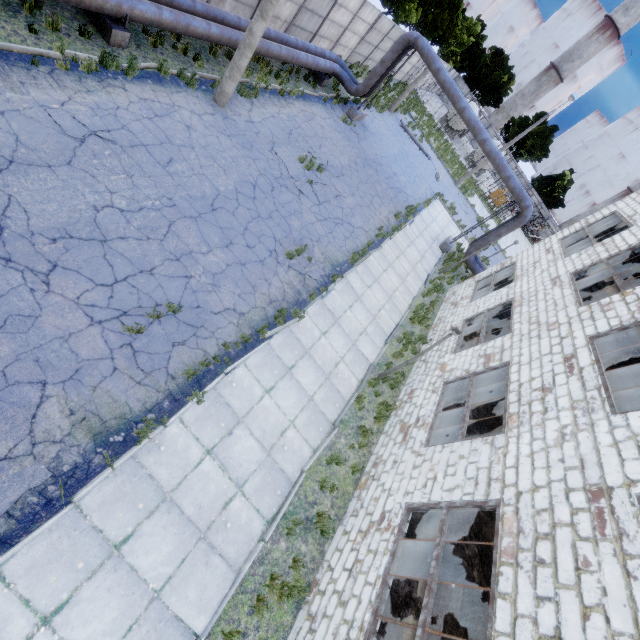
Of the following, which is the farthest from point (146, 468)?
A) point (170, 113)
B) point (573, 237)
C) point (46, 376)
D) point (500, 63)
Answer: point (500, 63)

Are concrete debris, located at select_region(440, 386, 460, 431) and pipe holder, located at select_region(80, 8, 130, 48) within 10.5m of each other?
no

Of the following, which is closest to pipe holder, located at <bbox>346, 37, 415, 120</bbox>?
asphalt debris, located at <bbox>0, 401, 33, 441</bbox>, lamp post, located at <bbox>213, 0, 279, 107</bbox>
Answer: lamp post, located at <bbox>213, 0, 279, 107</bbox>

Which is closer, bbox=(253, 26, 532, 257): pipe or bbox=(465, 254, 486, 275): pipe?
bbox=(253, 26, 532, 257): pipe

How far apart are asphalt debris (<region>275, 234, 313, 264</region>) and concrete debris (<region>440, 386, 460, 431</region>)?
6.3m

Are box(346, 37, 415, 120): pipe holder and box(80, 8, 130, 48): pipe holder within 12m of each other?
no

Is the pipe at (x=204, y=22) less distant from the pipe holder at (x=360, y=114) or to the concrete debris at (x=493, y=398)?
the pipe holder at (x=360, y=114)

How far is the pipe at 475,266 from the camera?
20.64m
